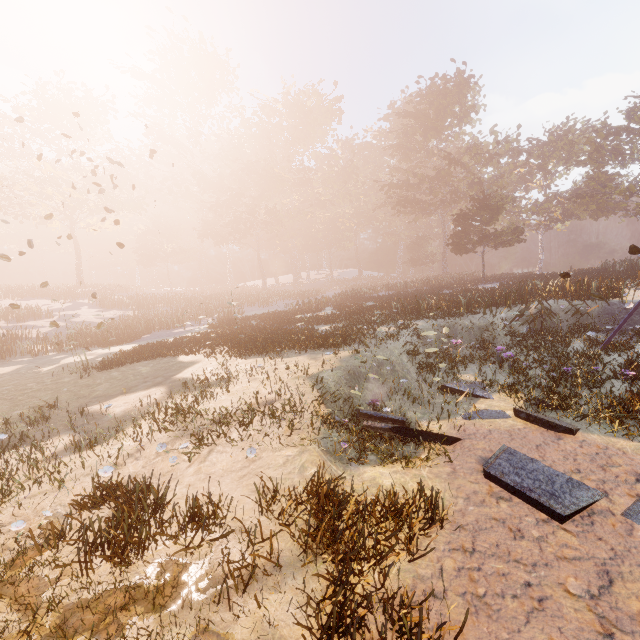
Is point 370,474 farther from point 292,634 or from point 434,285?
point 434,285
